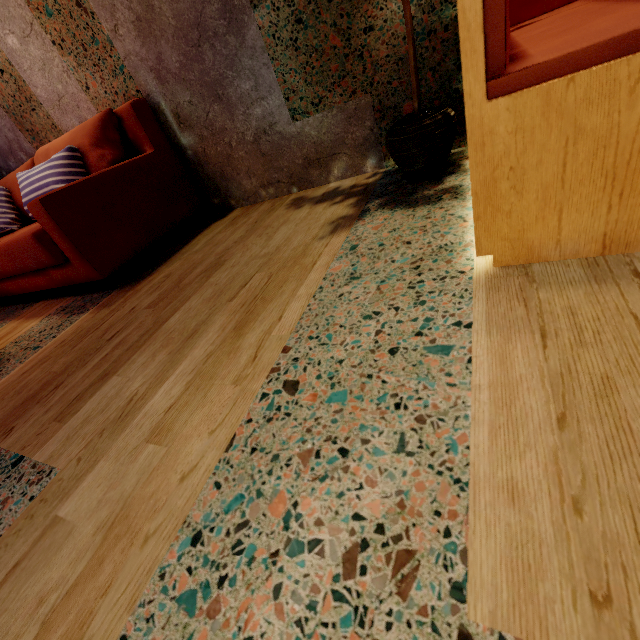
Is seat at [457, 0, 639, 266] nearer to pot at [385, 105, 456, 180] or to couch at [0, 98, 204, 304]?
pot at [385, 105, 456, 180]

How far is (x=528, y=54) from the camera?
0.7 meters

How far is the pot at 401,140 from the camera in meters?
1.4

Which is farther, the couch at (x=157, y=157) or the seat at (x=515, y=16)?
the couch at (x=157, y=157)

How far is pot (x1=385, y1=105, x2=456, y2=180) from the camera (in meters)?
1.40

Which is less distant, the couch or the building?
the building

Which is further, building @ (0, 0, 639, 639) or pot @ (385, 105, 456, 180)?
pot @ (385, 105, 456, 180)

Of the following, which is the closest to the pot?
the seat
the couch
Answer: the seat
